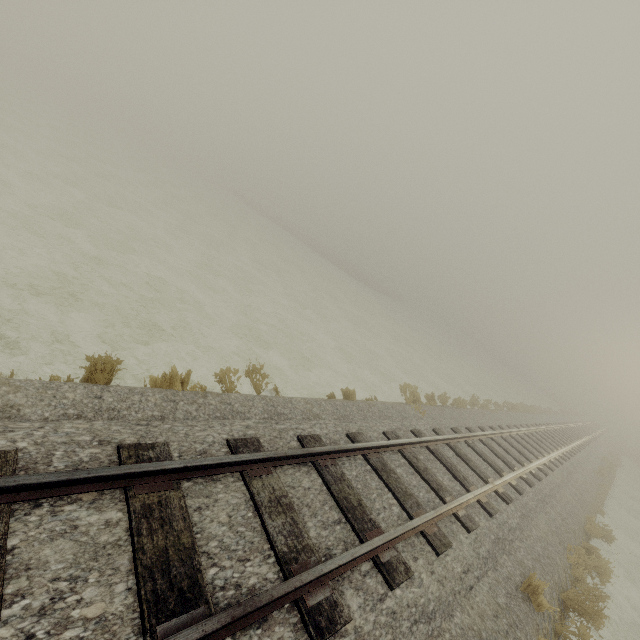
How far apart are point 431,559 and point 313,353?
8.63m
